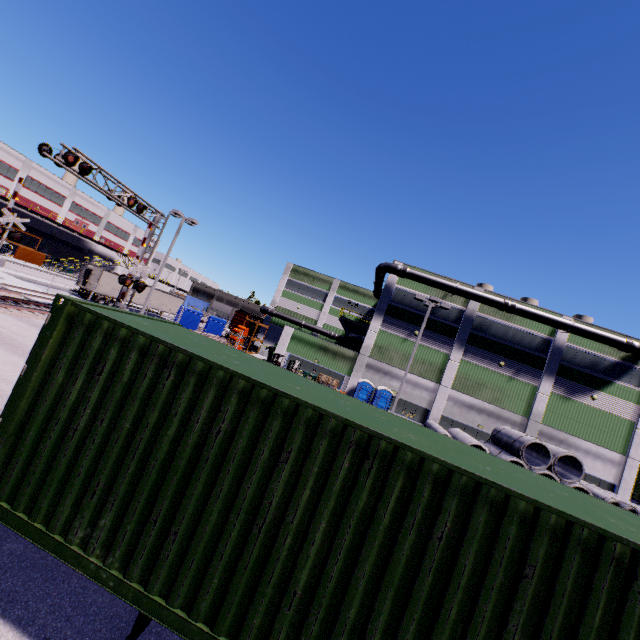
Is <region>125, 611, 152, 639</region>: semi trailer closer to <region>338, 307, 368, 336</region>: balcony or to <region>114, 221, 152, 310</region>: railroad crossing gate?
<region>114, 221, 152, 310</region>: railroad crossing gate

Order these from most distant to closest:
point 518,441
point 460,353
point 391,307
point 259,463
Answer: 1. point 391,307
2. point 460,353
3. point 518,441
4. point 259,463

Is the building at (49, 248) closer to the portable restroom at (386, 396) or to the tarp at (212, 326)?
the portable restroom at (386, 396)

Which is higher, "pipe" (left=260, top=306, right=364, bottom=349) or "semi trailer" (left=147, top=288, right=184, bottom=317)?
"pipe" (left=260, top=306, right=364, bottom=349)

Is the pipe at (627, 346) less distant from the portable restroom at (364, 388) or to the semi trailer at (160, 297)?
the semi trailer at (160, 297)

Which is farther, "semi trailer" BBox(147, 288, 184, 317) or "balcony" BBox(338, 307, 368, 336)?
"semi trailer" BBox(147, 288, 184, 317)

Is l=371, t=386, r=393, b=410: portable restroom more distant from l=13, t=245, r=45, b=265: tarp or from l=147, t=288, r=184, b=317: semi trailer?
l=13, t=245, r=45, b=265: tarp

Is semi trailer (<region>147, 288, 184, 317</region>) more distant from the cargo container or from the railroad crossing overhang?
the railroad crossing overhang
